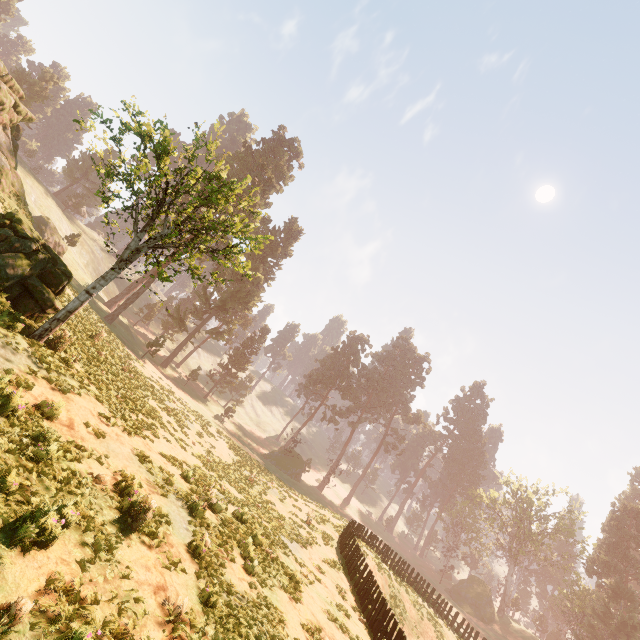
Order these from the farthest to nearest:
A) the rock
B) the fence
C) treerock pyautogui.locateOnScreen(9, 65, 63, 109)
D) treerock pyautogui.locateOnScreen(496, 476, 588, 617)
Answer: treerock pyautogui.locateOnScreen(9, 65, 63, 109), treerock pyautogui.locateOnScreen(496, 476, 588, 617), the rock, the fence

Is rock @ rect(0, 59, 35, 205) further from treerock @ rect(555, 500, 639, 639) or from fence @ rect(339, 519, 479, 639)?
fence @ rect(339, 519, 479, 639)

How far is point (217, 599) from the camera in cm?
686

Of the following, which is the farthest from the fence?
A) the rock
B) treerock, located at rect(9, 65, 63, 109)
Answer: the rock

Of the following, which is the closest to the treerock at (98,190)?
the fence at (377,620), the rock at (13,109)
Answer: the fence at (377,620)

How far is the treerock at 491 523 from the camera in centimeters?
5458cm
